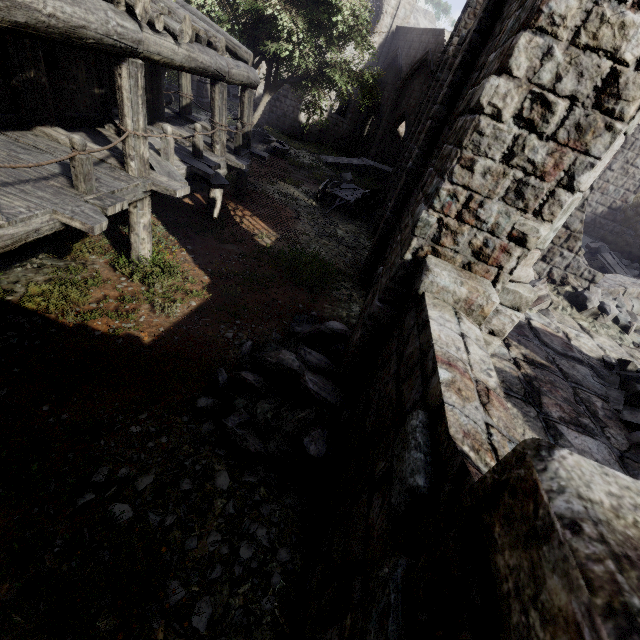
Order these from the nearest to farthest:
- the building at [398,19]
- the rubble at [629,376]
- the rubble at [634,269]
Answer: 1. the rubble at [629,376]
2. the rubble at [634,269]
3. the building at [398,19]

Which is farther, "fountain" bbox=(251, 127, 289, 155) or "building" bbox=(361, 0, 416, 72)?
"building" bbox=(361, 0, 416, 72)

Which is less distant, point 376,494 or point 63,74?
point 376,494

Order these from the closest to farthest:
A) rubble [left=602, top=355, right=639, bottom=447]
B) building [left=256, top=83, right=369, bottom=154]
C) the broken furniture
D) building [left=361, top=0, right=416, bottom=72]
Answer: rubble [left=602, top=355, right=639, bottom=447], the broken furniture, building [left=361, top=0, right=416, bottom=72], building [left=256, top=83, right=369, bottom=154]

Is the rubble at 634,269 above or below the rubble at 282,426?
above

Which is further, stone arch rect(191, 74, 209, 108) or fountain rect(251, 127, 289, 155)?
stone arch rect(191, 74, 209, 108)

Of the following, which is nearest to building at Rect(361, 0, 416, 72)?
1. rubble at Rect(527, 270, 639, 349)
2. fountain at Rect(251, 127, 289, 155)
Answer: rubble at Rect(527, 270, 639, 349)

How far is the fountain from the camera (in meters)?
20.94
